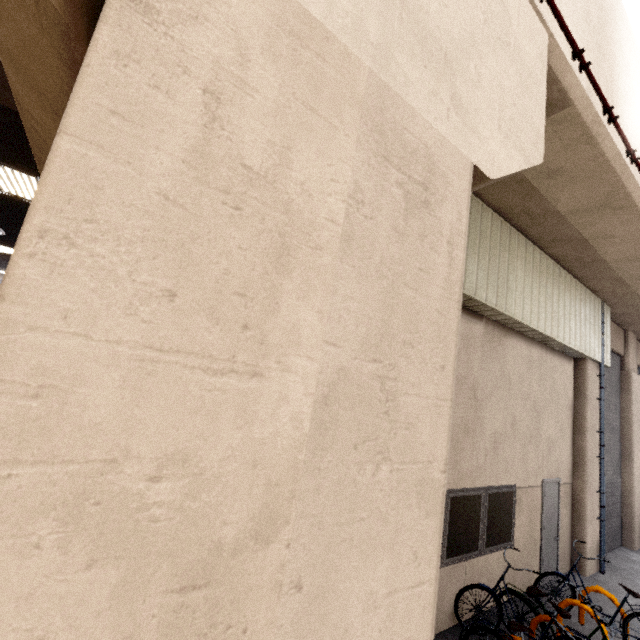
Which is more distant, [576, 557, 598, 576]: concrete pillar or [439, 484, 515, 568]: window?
[576, 557, 598, 576]: concrete pillar

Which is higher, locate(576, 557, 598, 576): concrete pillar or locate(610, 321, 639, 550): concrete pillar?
locate(610, 321, 639, 550): concrete pillar

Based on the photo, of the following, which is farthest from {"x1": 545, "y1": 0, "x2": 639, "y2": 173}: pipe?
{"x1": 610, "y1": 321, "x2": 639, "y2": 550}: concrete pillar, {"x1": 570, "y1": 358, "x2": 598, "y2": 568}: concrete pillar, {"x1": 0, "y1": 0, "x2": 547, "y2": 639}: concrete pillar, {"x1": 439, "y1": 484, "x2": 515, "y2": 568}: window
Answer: {"x1": 439, "y1": 484, "x2": 515, "y2": 568}: window

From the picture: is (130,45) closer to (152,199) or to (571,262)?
(152,199)

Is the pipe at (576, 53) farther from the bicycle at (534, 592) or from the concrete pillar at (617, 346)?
the bicycle at (534, 592)

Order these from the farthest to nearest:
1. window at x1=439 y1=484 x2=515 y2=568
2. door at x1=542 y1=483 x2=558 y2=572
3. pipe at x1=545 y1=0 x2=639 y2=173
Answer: door at x1=542 y1=483 x2=558 y2=572 → window at x1=439 y1=484 x2=515 y2=568 → pipe at x1=545 y1=0 x2=639 y2=173

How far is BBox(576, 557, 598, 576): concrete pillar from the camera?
7.6m

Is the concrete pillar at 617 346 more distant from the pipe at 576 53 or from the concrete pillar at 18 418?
the concrete pillar at 18 418
